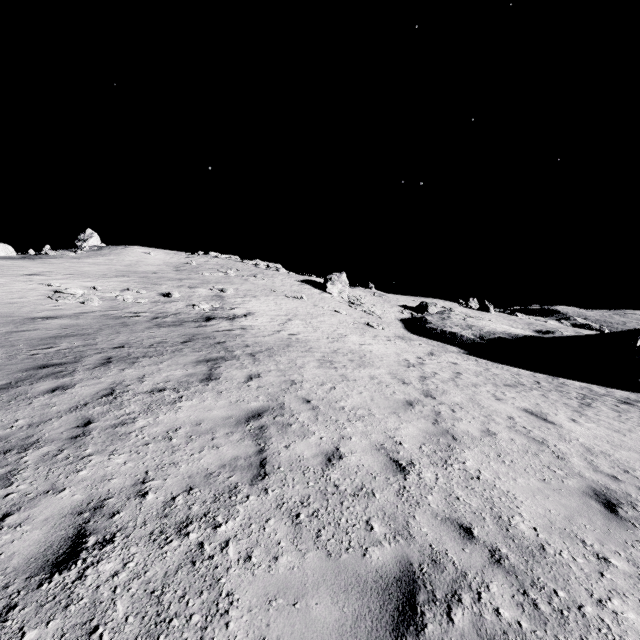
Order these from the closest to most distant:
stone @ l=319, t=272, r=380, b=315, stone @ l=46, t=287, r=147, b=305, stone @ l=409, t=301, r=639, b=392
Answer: stone @ l=46, t=287, r=147, b=305, stone @ l=409, t=301, r=639, b=392, stone @ l=319, t=272, r=380, b=315

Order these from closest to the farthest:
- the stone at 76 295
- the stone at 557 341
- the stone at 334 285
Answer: the stone at 76 295, the stone at 557 341, the stone at 334 285

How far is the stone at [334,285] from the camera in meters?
36.6 m

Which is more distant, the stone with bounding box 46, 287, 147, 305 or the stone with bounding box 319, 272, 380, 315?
→ the stone with bounding box 319, 272, 380, 315

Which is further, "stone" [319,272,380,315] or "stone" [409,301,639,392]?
"stone" [319,272,380,315]

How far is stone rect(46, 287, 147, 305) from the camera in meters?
17.6 m

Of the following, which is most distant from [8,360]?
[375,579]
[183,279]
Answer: [183,279]
